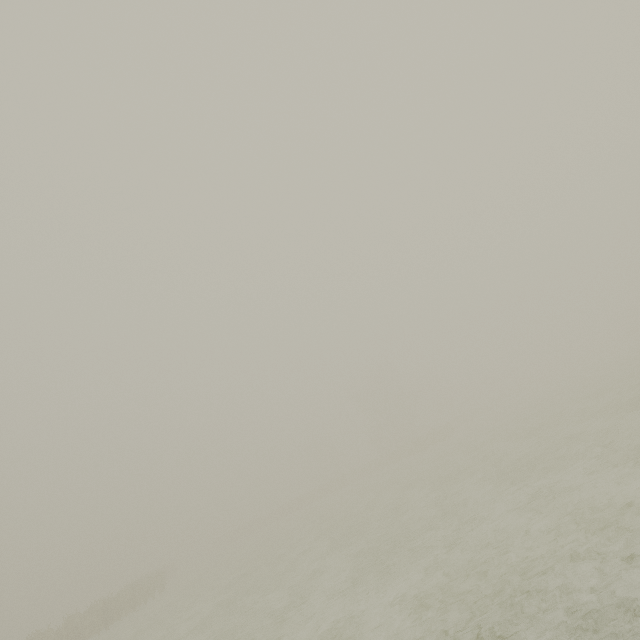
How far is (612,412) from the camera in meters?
13.9 m
